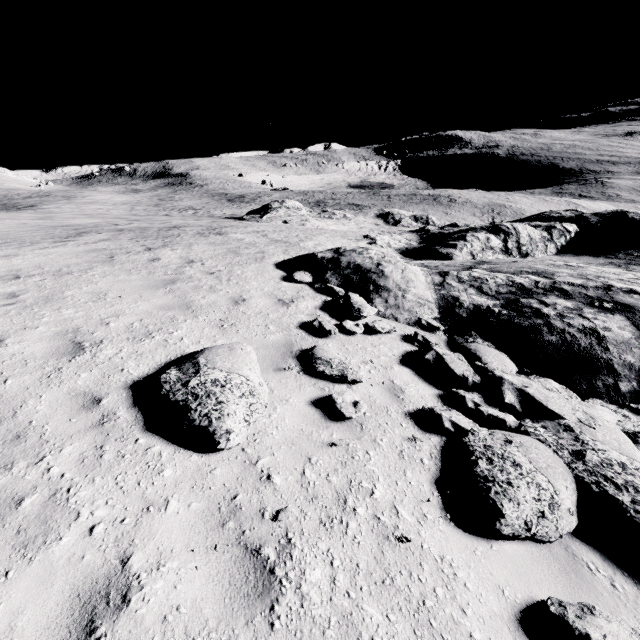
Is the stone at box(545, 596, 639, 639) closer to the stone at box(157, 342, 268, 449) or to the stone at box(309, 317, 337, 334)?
the stone at box(309, 317, 337, 334)

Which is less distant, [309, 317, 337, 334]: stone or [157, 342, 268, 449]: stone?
[157, 342, 268, 449]: stone

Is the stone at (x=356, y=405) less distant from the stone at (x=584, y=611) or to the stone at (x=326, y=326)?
the stone at (x=326, y=326)

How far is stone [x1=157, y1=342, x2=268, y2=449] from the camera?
3.56m

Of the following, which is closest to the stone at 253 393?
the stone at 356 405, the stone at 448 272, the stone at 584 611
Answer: the stone at 356 405

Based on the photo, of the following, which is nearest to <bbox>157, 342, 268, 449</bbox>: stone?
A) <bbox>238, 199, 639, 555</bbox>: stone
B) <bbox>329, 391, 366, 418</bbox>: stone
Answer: <bbox>329, 391, 366, 418</bbox>: stone

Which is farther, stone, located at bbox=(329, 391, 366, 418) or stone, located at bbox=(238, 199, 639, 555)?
stone, located at bbox=(329, 391, 366, 418)

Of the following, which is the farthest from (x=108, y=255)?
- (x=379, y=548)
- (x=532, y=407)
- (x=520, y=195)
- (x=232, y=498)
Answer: (x=520, y=195)
